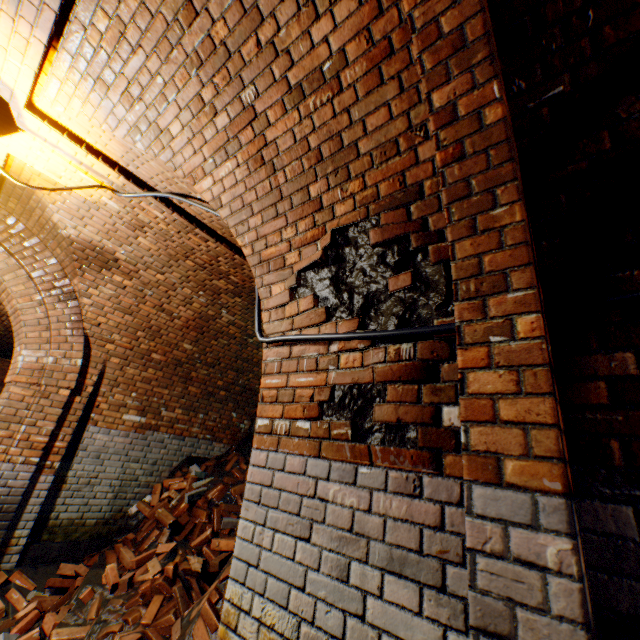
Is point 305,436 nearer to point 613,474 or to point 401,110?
point 613,474

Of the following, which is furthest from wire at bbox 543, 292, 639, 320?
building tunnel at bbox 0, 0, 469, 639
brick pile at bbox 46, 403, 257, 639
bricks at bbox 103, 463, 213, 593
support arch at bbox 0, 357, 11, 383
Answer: bricks at bbox 103, 463, 213, 593

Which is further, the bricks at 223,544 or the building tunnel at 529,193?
the bricks at 223,544

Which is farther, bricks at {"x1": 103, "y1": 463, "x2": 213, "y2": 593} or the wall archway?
bricks at {"x1": 103, "y1": 463, "x2": 213, "y2": 593}

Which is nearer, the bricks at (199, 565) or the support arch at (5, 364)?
the bricks at (199, 565)

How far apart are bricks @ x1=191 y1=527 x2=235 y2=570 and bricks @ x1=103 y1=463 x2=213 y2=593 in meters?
0.4 m

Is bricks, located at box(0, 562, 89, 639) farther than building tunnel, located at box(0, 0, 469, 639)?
Yes

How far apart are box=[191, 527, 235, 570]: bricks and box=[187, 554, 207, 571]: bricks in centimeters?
15cm
